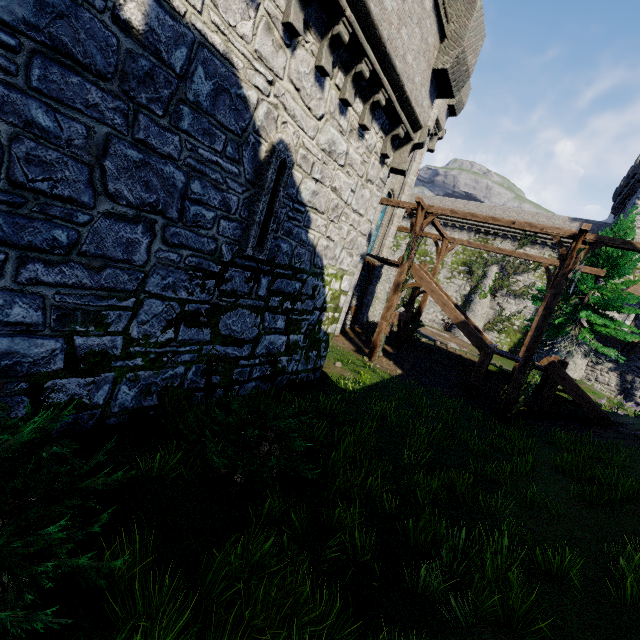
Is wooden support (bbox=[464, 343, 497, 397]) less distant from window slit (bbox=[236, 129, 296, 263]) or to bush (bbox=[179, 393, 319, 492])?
bush (bbox=[179, 393, 319, 492])

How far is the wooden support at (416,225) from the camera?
14.38m

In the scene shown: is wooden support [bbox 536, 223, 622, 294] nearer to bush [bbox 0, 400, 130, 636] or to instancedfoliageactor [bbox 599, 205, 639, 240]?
instancedfoliageactor [bbox 599, 205, 639, 240]

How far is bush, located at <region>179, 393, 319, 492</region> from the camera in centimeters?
502cm

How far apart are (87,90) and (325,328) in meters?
Result: 7.7

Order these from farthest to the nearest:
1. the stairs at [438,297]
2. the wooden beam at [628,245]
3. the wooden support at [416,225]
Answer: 1. the stairs at [438,297]
2. the wooden support at [416,225]
3. the wooden beam at [628,245]

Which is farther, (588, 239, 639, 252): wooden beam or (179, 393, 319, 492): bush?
(588, 239, 639, 252): wooden beam

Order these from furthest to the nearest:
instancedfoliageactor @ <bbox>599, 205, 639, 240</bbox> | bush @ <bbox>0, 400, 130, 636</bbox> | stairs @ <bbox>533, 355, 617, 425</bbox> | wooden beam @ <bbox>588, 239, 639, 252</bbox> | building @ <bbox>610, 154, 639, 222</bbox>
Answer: building @ <bbox>610, 154, 639, 222</bbox>
instancedfoliageactor @ <bbox>599, 205, 639, 240</bbox>
stairs @ <bbox>533, 355, 617, 425</bbox>
wooden beam @ <bbox>588, 239, 639, 252</bbox>
bush @ <bbox>0, 400, 130, 636</bbox>
